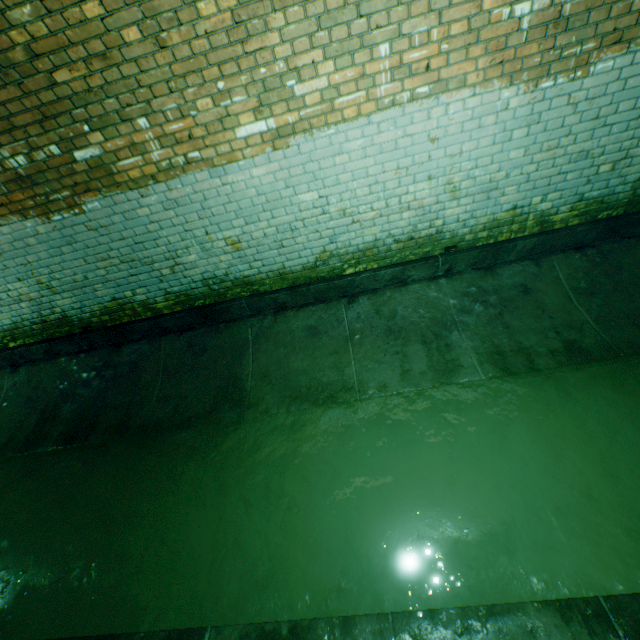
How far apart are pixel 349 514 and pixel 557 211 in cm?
386
